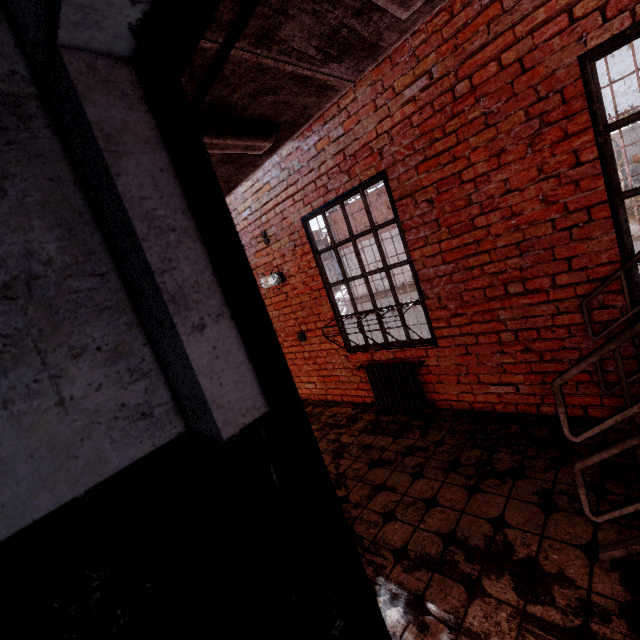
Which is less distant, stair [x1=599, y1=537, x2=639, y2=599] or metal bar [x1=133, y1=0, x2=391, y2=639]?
metal bar [x1=133, y1=0, x2=391, y2=639]

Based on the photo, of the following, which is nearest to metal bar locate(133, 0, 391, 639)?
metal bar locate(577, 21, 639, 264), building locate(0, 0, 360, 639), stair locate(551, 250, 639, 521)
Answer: building locate(0, 0, 360, 639)

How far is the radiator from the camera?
3.9 meters

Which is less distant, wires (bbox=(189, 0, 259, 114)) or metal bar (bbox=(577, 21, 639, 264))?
wires (bbox=(189, 0, 259, 114))

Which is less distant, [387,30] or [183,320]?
[183,320]

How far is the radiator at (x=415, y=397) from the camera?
3.9 meters

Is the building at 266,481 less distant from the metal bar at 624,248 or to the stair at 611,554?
the stair at 611,554

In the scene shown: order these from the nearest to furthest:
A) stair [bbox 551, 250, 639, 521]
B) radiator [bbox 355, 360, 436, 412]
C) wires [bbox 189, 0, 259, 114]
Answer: wires [bbox 189, 0, 259, 114], stair [bbox 551, 250, 639, 521], radiator [bbox 355, 360, 436, 412]
